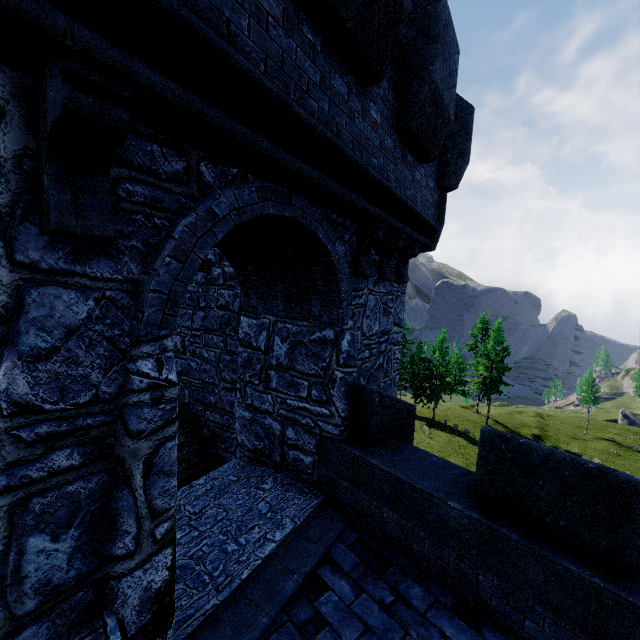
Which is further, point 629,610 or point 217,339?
point 217,339
